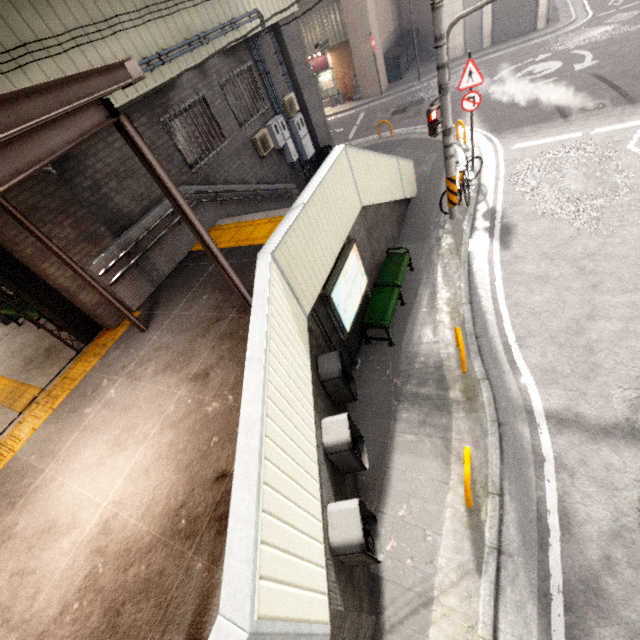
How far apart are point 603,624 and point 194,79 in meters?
12.2 m

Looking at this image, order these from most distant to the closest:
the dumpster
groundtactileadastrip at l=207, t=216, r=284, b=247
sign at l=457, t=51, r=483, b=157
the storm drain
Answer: the dumpster, sign at l=457, t=51, r=483, b=157, the storm drain, groundtactileadastrip at l=207, t=216, r=284, b=247

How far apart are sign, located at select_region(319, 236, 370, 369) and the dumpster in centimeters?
1962cm

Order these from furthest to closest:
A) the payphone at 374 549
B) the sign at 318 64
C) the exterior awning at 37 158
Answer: the sign at 318 64, the payphone at 374 549, the exterior awning at 37 158

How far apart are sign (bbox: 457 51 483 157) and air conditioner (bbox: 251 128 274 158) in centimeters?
562cm

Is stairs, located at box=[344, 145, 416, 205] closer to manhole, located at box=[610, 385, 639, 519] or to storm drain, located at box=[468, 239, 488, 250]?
storm drain, located at box=[468, 239, 488, 250]

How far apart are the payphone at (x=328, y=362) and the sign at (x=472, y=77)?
8.5m

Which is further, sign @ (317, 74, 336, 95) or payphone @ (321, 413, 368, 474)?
sign @ (317, 74, 336, 95)
